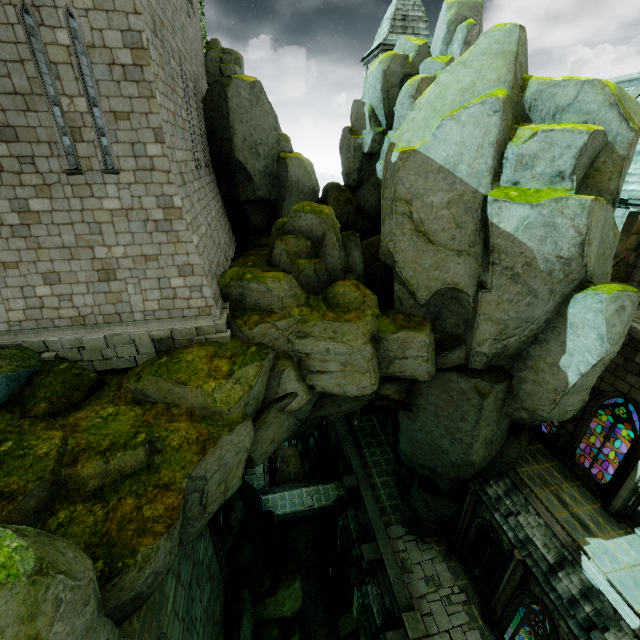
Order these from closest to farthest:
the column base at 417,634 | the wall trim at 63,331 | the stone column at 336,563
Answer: the wall trim at 63,331
the column base at 417,634
the stone column at 336,563

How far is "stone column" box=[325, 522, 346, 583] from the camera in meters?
24.7

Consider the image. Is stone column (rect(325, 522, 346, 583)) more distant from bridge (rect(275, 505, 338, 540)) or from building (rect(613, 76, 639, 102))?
building (rect(613, 76, 639, 102))

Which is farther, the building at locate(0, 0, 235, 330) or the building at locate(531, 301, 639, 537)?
the building at locate(531, 301, 639, 537)

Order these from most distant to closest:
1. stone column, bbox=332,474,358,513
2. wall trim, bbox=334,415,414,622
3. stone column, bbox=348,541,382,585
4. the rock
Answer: stone column, bbox=332,474,358,513, stone column, bbox=348,541,382,585, wall trim, bbox=334,415,414,622, the rock

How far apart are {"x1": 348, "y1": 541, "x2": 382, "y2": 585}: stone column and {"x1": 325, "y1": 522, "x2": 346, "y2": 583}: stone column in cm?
326

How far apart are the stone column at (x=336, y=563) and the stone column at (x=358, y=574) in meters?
3.3

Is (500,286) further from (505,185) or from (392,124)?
(392,124)
